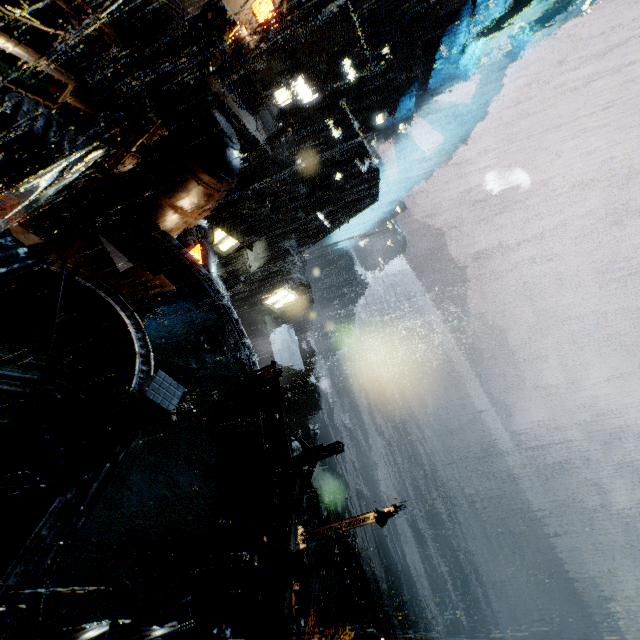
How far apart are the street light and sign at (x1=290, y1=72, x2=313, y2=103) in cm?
3909

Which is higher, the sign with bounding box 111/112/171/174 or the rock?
the sign with bounding box 111/112/171/174

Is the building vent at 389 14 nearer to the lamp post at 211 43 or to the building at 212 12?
the building at 212 12

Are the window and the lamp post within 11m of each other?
yes

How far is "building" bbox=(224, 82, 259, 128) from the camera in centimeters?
2953cm

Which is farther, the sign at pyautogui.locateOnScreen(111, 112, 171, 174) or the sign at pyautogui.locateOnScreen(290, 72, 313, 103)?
the sign at pyautogui.locateOnScreen(290, 72, 313, 103)

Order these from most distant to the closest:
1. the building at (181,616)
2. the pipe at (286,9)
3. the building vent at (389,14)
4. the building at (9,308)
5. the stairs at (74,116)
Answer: the building vent at (389,14), the pipe at (286,9), the stairs at (74,116), the building at (9,308), the building at (181,616)

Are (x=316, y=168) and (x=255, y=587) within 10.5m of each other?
no
